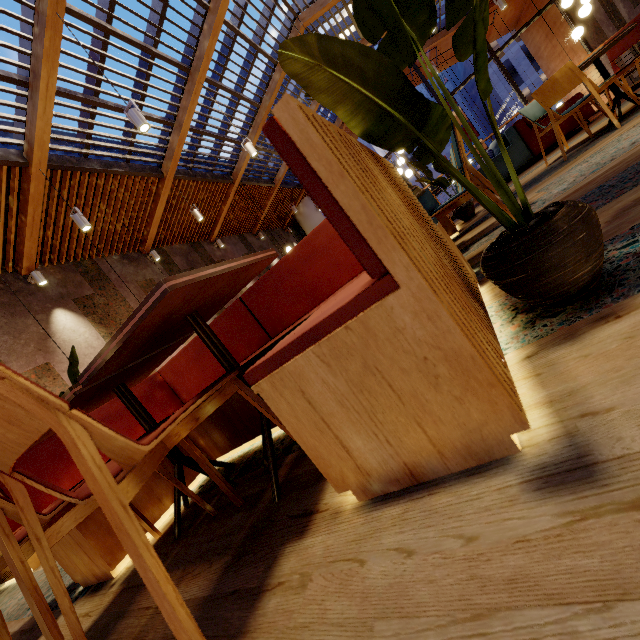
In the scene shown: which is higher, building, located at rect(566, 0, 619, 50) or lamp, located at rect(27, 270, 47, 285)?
lamp, located at rect(27, 270, 47, 285)

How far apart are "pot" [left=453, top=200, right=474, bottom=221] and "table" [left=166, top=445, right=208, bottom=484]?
4.7 meters

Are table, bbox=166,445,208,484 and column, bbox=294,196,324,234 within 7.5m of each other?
no

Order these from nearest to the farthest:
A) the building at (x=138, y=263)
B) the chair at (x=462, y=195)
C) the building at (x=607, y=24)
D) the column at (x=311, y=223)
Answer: the chair at (x=462, y=195) → the building at (x=138, y=263) → the building at (x=607, y=24) → the column at (x=311, y=223)

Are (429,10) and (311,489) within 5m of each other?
yes

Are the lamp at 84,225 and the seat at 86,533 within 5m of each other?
yes

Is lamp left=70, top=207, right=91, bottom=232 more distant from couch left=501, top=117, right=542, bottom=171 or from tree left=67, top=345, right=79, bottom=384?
couch left=501, top=117, right=542, bottom=171

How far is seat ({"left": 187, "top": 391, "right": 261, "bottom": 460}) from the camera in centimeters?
186cm
